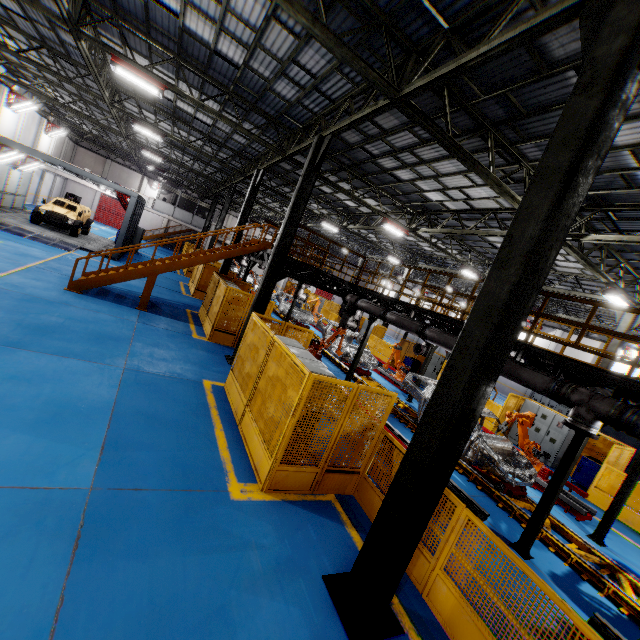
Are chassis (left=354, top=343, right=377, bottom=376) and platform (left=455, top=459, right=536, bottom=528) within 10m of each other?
yes

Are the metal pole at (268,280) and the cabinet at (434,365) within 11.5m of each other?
no

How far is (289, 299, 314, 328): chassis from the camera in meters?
22.6 m

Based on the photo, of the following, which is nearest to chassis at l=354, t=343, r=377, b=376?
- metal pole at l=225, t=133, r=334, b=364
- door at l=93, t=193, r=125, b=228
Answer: metal pole at l=225, t=133, r=334, b=364

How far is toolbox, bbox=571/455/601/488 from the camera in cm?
1252

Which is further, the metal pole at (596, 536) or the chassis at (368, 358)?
the chassis at (368, 358)

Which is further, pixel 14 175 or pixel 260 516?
pixel 14 175

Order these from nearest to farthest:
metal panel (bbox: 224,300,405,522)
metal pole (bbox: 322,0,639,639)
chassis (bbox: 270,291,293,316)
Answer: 1. metal pole (bbox: 322,0,639,639)
2. metal panel (bbox: 224,300,405,522)
3. chassis (bbox: 270,291,293,316)
